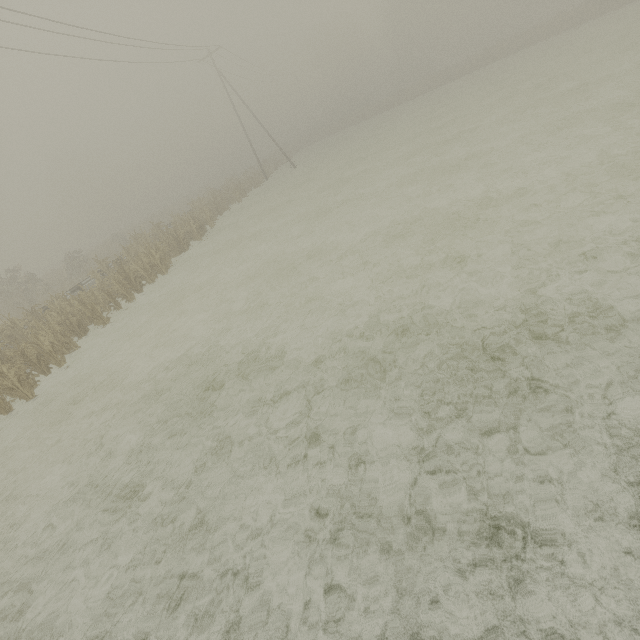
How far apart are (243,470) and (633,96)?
17.35m

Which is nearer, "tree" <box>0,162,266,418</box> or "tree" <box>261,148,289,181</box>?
"tree" <box>0,162,266,418</box>

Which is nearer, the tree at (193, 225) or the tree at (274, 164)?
the tree at (193, 225)

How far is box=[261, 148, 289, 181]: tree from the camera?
40.9m

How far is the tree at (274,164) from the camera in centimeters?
4088cm
